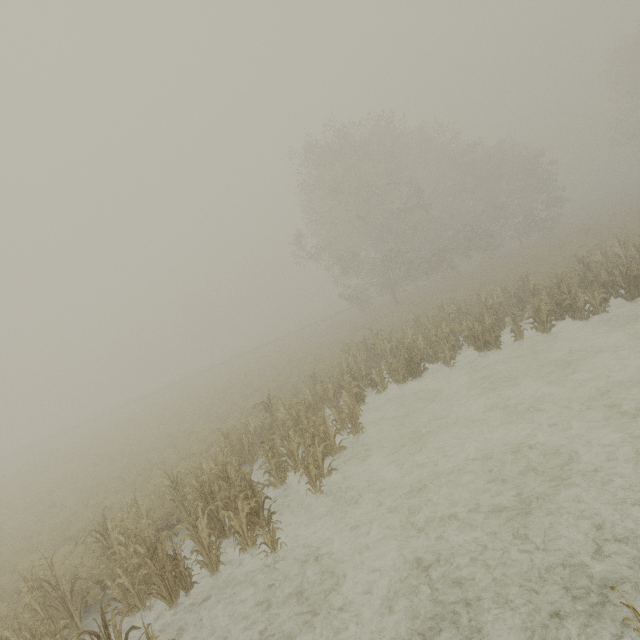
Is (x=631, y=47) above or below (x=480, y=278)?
above
